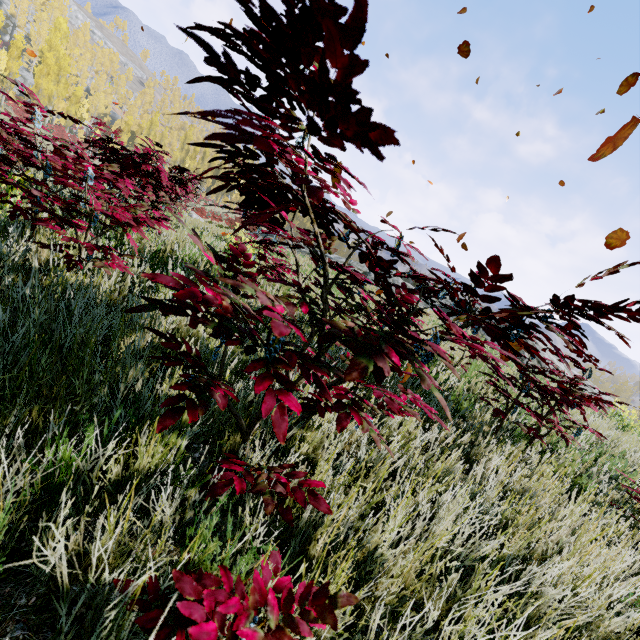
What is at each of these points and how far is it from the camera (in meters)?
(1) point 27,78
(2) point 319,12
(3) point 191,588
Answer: (1) rock, 57.50
(2) instancedfoliageactor, 0.77
(3) instancedfoliageactor, 0.77

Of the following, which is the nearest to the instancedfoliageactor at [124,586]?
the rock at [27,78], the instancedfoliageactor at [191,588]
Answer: the rock at [27,78]

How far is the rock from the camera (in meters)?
56.66

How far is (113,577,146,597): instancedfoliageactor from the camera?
0.7m

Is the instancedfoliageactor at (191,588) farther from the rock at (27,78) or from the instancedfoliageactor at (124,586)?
the rock at (27,78)

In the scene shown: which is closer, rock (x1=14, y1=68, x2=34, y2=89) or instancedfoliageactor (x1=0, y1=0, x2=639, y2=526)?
instancedfoliageactor (x1=0, y1=0, x2=639, y2=526)

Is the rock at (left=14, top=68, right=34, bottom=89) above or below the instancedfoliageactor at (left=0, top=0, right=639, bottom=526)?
below
